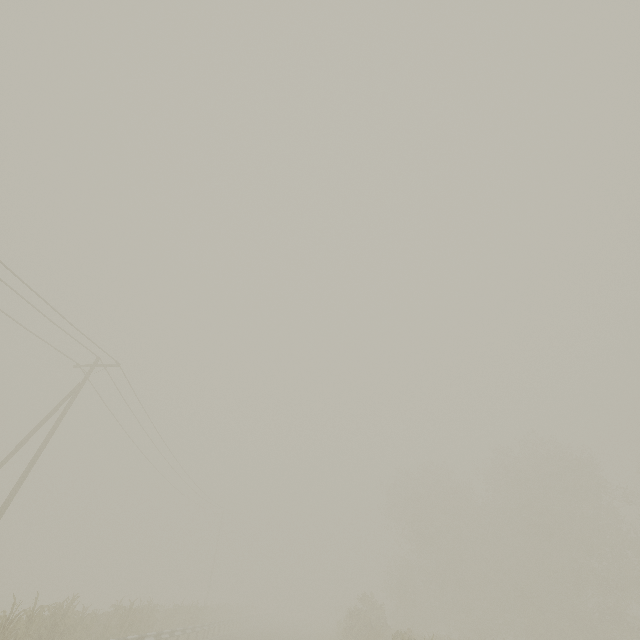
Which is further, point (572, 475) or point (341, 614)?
point (341, 614)
